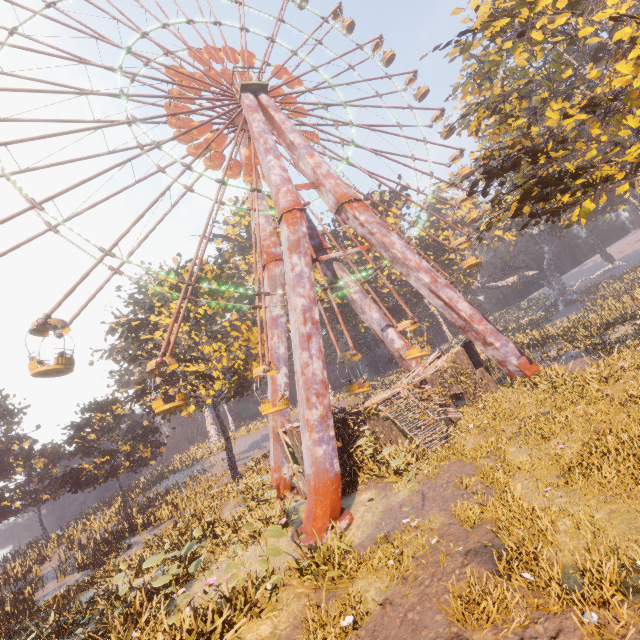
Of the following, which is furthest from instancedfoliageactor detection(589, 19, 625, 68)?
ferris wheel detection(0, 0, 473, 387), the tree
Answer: ferris wheel detection(0, 0, 473, 387)

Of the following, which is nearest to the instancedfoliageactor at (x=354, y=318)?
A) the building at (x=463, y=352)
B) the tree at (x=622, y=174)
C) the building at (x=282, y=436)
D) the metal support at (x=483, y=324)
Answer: the building at (x=282, y=436)

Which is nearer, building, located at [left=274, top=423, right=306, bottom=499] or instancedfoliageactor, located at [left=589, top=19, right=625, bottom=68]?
building, located at [left=274, top=423, right=306, bottom=499]

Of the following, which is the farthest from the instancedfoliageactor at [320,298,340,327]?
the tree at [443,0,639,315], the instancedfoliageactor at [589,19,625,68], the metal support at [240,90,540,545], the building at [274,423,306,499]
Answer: the instancedfoliageactor at [589,19,625,68]

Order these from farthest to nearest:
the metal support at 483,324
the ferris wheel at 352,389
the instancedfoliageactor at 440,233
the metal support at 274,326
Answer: the instancedfoliageactor at 440,233 → the metal support at 274,326 → the ferris wheel at 352,389 → the metal support at 483,324

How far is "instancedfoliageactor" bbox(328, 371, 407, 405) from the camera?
22.66m

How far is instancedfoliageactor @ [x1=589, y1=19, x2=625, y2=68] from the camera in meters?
19.9 m

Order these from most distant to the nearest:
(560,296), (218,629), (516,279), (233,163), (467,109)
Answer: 1. (516,279)
2. (560,296)
3. (233,163)
4. (467,109)
5. (218,629)
